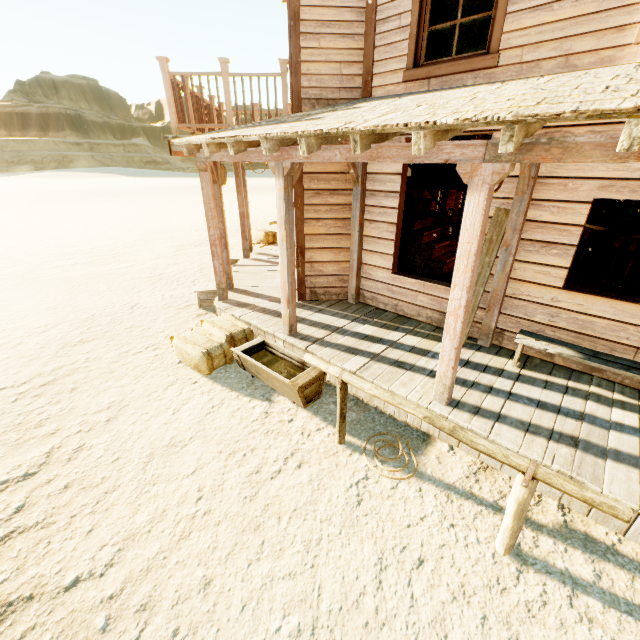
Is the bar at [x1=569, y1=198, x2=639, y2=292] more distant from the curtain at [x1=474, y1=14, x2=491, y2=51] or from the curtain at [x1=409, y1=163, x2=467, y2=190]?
the curtain at [x1=474, y1=14, x2=491, y2=51]

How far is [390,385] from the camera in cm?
417

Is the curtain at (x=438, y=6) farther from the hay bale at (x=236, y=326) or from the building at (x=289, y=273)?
the hay bale at (x=236, y=326)

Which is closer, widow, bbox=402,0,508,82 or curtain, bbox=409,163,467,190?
widow, bbox=402,0,508,82

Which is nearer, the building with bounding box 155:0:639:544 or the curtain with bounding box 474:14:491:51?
the building with bounding box 155:0:639:544

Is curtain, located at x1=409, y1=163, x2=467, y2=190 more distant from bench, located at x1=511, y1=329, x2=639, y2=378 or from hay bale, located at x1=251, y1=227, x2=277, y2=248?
hay bale, located at x1=251, y1=227, x2=277, y2=248

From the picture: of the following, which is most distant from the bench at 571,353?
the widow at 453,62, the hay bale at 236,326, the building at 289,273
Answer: the hay bale at 236,326

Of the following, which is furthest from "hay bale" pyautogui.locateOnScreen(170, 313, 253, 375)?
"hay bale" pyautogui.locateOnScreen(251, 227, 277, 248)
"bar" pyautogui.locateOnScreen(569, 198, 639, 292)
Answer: "bar" pyautogui.locateOnScreen(569, 198, 639, 292)
